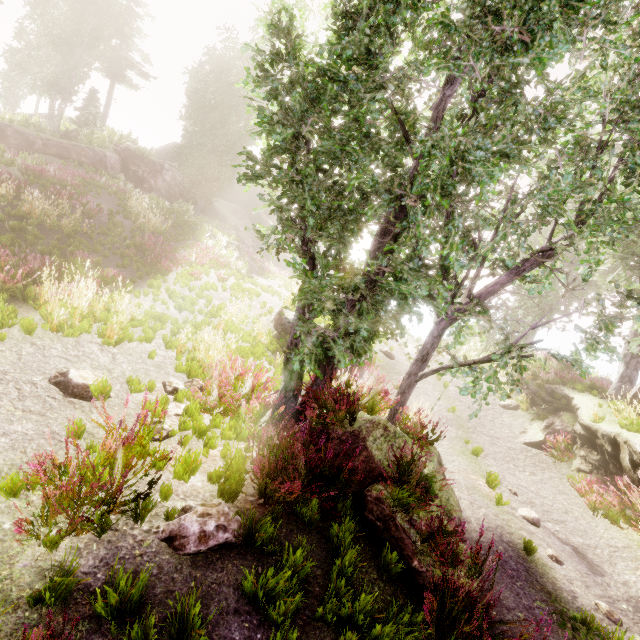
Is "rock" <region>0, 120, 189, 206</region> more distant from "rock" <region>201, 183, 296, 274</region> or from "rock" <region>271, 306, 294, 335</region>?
"rock" <region>271, 306, 294, 335</region>

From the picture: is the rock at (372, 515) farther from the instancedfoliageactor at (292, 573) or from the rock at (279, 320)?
the rock at (279, 320)

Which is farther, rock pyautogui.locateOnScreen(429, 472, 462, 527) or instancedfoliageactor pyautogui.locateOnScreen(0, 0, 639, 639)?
rock pyautogui.locateOnScreen(429, 472, 462, 527)

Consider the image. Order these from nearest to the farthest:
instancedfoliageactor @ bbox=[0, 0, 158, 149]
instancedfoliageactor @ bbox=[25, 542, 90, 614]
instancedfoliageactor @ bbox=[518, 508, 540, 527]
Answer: instancedfoliageactor @ bbox=[25, 542, 90, 614] → instancedfoliageactor @ bbox=[518, 508, 540, 527] → instancedfoliageactor @ bbox=[0, 0, 158, 149]

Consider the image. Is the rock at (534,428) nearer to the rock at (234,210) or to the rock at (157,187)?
the rock at (157,187)

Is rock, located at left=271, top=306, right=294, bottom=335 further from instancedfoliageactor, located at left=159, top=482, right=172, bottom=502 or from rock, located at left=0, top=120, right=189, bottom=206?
rock, located at left=0, top=120, right=189, bottom=206

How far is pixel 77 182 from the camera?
18.2 meters

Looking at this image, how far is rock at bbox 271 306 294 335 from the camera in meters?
A: 12.2 m
